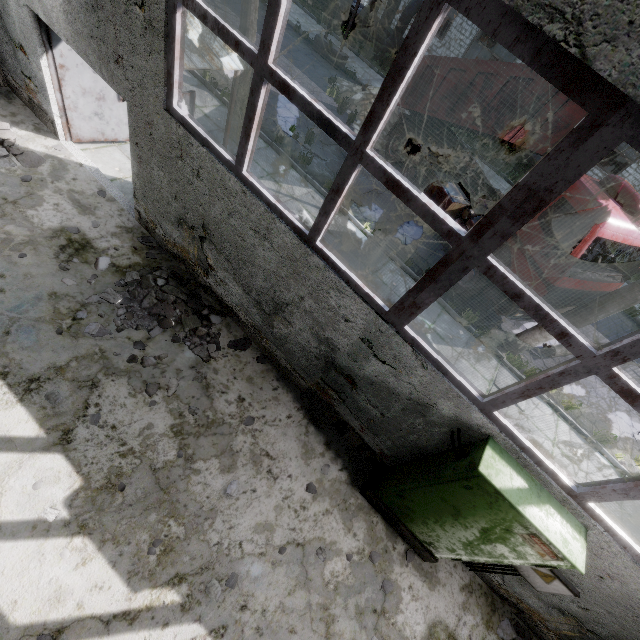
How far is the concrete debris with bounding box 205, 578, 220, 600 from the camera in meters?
3.8 m

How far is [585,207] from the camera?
6.4m

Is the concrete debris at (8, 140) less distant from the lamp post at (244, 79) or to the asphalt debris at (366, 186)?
the lamp post at (244, 79)

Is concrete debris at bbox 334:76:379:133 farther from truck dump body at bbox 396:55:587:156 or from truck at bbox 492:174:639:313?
truck dump body at bbox 396:55:587:156

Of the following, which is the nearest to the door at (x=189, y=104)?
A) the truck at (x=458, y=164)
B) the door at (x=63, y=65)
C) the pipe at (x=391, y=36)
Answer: the door at (x=63, y=65)

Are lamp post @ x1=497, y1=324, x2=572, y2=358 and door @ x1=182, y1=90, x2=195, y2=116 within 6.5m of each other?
no

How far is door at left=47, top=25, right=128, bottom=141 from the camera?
5.58m

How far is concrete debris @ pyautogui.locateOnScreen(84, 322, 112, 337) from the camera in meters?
4.8 m
